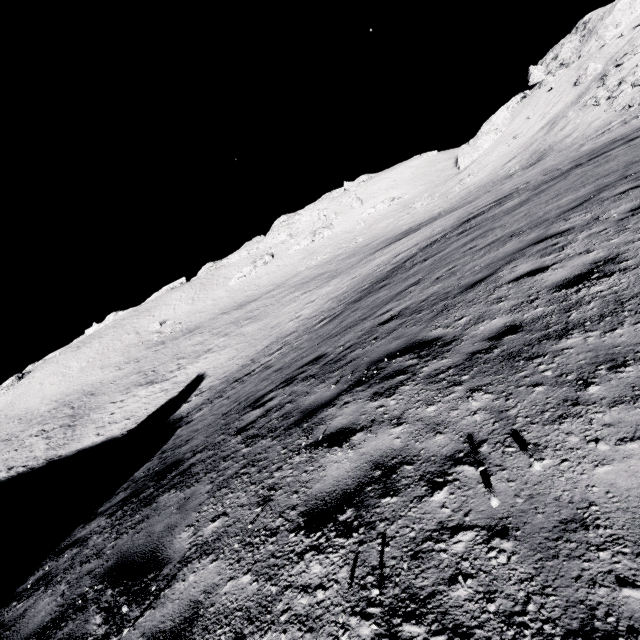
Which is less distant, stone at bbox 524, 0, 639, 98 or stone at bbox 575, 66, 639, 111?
stone at bbox 575, 66, 639, 111

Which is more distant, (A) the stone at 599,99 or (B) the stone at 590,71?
(B) the stone at 590,71

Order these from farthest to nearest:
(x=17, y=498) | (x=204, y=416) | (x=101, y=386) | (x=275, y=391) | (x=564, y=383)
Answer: (x=101, y=386)
(x=17, y=498)
(x=204, y=416)
(x=275, y=391)
(x=564, y=383)

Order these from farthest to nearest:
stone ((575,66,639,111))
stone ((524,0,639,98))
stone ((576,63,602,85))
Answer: stone ((524,0,639,98)) < stone ((576,63,602,85)) < stone ((575,66,639,111))

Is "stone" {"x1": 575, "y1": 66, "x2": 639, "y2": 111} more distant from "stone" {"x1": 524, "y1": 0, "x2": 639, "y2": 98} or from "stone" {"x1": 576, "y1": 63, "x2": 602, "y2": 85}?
"stone" {"x1": 524, "y1": 0, "x2": 639, "y2": 98}

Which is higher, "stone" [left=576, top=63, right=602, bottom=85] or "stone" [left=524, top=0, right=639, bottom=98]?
"stone" [left=524, top=0, right=639, bottom=98]

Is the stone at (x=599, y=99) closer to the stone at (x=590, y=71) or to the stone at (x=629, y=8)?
the stone at (x=590, y=71)
